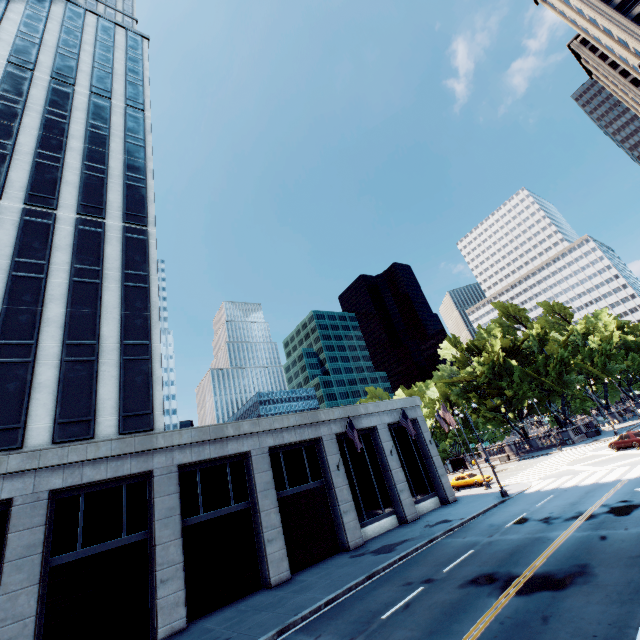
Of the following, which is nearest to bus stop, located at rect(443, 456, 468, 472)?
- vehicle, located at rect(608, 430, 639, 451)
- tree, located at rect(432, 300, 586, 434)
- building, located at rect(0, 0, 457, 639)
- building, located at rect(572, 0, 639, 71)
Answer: tree, located at rect(432, 300, 586, 434)

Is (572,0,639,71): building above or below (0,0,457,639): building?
above

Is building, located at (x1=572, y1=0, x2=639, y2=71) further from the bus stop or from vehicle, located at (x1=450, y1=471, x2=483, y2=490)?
the bus stop

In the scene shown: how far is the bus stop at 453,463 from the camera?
56.6 meters

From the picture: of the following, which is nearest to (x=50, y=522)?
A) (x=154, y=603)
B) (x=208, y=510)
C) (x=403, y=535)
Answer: (x=154, y=603)

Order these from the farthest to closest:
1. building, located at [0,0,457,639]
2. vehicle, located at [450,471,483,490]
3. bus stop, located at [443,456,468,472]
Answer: bus stop, located at [443,456,468,472] → vehicle, located at [450,471,483,490] → building, located at [0,0,457,639]

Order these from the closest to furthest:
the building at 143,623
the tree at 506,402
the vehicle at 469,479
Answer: the building at 143,623 → the vehicle at 469,479 → the tree at 506,402

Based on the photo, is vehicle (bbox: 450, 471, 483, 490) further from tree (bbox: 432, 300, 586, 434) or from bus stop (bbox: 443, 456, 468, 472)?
bus stop (bbox: 443, 456, 468, 472)
